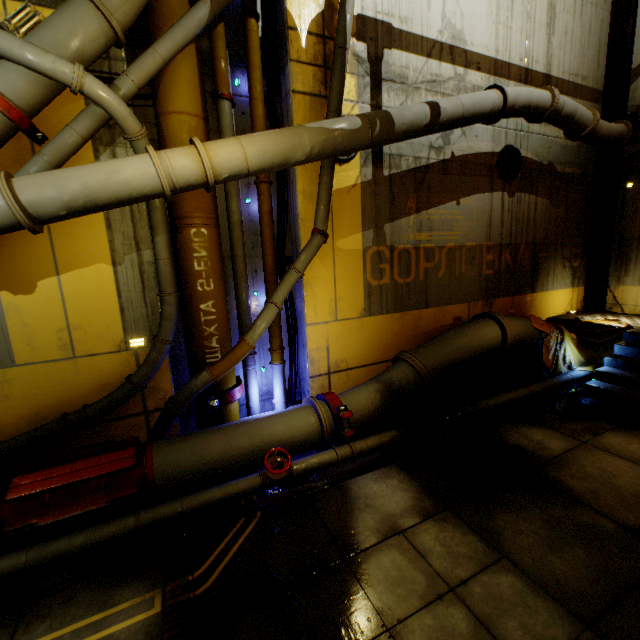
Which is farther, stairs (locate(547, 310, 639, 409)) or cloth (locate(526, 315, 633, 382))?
cloth (locate(526, 315, 633, 382))

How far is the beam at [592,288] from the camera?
9.09m

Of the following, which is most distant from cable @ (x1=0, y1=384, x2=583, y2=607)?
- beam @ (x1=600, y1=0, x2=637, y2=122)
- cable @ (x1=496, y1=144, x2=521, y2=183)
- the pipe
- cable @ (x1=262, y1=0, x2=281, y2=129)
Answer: cable @ (x1=496, y1=144, x2=521, y2=183)

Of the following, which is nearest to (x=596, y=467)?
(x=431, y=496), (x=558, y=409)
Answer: (x=558, y=409)

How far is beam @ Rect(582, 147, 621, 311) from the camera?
9.09m

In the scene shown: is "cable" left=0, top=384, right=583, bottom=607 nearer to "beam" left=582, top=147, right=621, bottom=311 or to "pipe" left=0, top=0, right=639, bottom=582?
"pipe" left=0, top=0, right=639, bottom=582

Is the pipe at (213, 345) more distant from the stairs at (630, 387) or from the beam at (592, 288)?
the beam at (592, 288)

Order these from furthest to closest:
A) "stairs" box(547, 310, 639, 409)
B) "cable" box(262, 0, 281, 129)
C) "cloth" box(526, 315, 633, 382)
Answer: "cloth" box(526, 315, 633, 382)
"stairs" box(547, 310, 639, 409)
"cable" box(262, 0, 281, 129)
